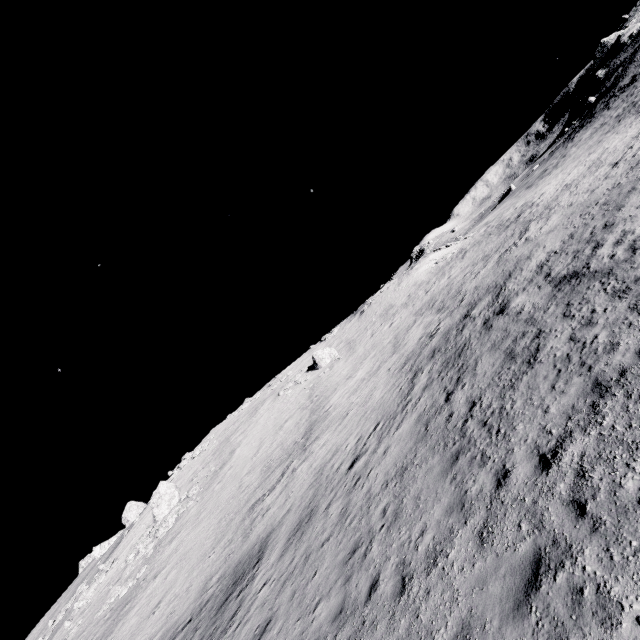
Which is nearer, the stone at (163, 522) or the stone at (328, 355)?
the stone at (163, 522)

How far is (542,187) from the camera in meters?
40.9 m

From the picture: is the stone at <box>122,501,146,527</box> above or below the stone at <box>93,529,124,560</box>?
below

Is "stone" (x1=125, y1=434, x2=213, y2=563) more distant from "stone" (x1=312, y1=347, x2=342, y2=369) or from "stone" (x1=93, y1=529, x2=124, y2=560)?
"stone" (x1=93, y1=529, x2=124, y2=560)

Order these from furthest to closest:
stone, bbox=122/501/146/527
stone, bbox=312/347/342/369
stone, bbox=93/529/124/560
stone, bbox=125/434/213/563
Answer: stone, bbox=93/529/124/560, stone, bbox=122/501/146/527, stone, bbox=312/347/342/369, stone, bbox=125/434/213/563

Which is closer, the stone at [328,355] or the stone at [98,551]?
the stone at [328,355]

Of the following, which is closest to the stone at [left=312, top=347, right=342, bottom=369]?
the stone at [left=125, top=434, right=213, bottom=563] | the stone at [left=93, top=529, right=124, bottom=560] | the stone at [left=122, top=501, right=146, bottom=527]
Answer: the stone at [left=125, top=434, right=213, bottom=563]
